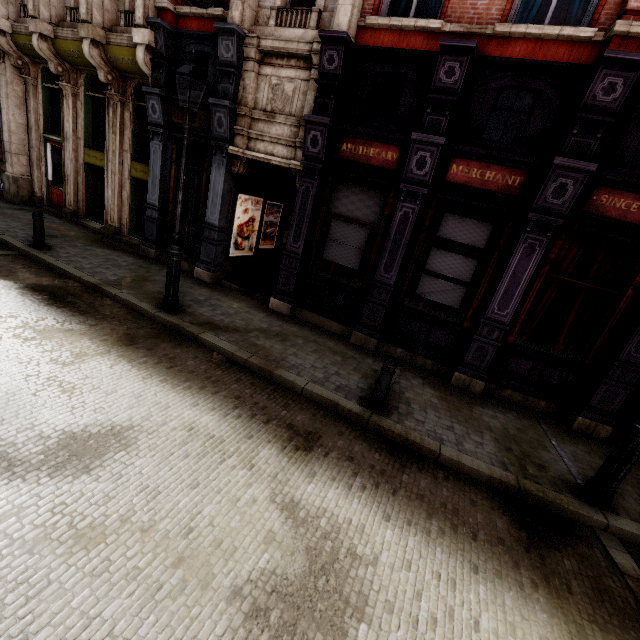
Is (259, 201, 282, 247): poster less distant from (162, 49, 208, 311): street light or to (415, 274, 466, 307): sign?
(162, 49, 208, 311): street light

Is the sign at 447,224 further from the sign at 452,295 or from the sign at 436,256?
the sign at 452,295

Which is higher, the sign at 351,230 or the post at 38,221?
the sign at 351,230

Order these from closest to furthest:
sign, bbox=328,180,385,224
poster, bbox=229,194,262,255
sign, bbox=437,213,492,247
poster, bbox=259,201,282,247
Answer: sign, bbox=437,213,492,247
sign, bbox=328,180,385,224
poster, bbox=229,194,262,255
poster, bbox=259,201,282,247

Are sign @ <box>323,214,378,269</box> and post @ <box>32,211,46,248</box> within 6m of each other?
no

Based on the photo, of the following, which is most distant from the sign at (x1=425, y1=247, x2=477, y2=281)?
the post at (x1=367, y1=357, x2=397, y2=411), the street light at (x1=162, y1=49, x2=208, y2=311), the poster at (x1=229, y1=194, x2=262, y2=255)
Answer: the poster at (x1=229, y1=194, x2=262, y2=255)

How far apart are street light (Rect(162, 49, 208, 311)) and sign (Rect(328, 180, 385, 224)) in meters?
3.3 m

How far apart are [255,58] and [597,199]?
8.04m
